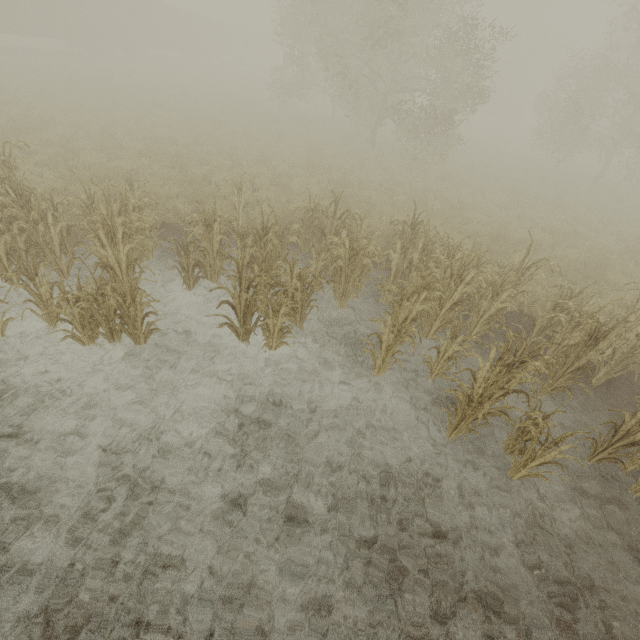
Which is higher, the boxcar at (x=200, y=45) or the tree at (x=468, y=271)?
the boxcar at (x=200, y=45)

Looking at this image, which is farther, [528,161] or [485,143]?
[485,143]

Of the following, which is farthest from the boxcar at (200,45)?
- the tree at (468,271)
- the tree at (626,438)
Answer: the tree at (626,438)

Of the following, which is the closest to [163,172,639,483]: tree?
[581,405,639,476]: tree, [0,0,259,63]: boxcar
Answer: [581,405,639,476]: tree

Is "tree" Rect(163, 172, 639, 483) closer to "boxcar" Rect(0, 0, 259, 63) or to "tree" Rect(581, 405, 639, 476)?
"tree" Rect(581, 405, 639, 476)
